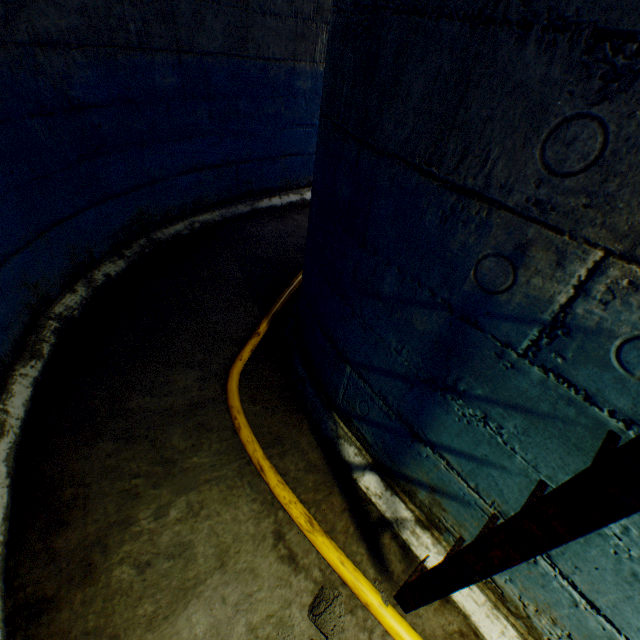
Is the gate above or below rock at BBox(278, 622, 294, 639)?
above

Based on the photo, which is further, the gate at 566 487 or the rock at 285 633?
the rock at 285 633

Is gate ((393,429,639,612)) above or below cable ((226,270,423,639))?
above

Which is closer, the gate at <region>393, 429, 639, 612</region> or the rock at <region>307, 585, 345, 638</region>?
the gate at <region>393, 429, 639, 612</region>

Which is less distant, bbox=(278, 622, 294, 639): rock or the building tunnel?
the building tunnel

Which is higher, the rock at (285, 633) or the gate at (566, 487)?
the gate at (566, 487)

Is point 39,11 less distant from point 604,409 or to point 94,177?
point 94,177
